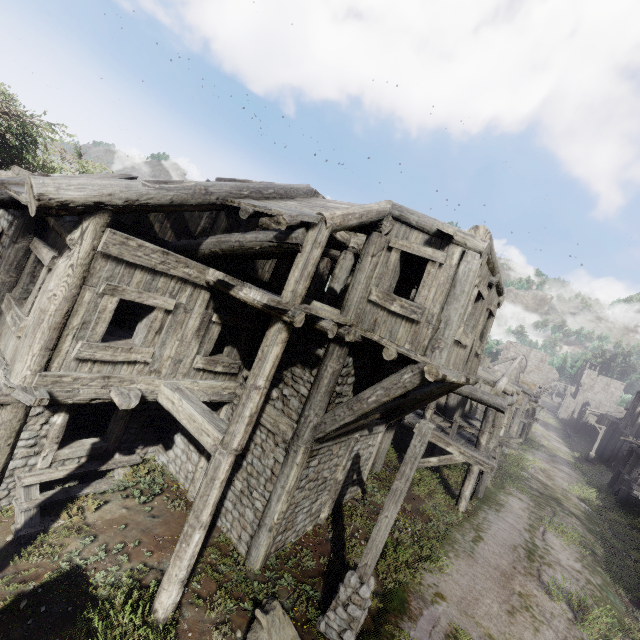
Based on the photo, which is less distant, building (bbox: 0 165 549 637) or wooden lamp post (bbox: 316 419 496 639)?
building (bbox: 0 165 549 637)

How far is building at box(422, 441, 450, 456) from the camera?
16.2m

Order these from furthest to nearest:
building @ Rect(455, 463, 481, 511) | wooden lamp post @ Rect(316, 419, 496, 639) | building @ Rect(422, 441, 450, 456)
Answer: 1. building @ Rect(422, 441, 450, 456)
2. building @ Rect(455, 463, 481, 511)
3. wooden lamp post @ Rect(316, 419, 496, 639)

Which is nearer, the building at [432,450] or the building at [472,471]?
the building at [472,471]

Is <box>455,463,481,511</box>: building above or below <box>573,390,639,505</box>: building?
below

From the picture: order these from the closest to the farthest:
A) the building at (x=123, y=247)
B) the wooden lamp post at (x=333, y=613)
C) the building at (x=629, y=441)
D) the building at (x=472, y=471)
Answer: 1. the building at (x=123, y=247)
2. the wooden lamp post at (x=333, y=613)
3. the building at (x=472, y=471)
4. the building at (x=629, y=441)

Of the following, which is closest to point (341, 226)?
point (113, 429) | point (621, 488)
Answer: point (113, 429)
